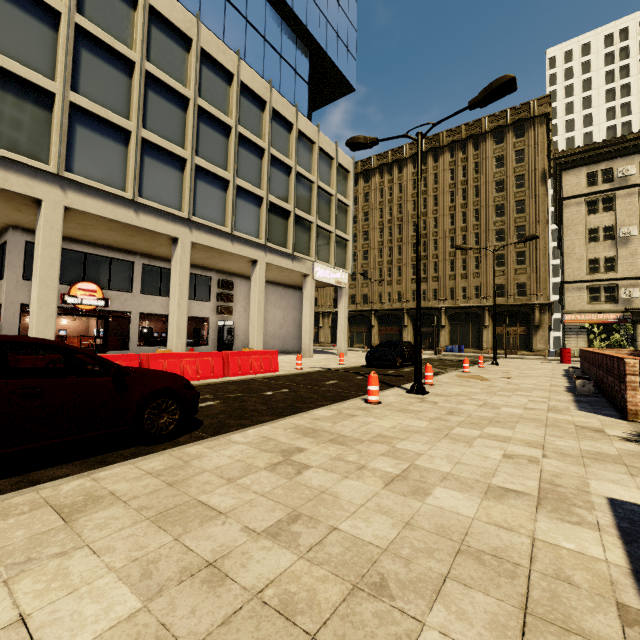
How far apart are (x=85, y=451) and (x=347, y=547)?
3.7m

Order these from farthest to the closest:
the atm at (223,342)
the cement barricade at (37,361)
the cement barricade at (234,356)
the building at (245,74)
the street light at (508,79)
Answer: the atm at (223,342)
the building at (245,74)
the cement barricade at (234,356)
the street light at (508,79)
the cement barricade at (37,361)

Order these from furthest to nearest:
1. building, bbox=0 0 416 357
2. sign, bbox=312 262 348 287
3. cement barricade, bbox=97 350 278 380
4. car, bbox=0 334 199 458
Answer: sign, bbox=312 262 348 287 < building, bbox=0 0 416 357 < cement barricade, bbox=97 350 278 380 < car, bbox=0 334 199 458

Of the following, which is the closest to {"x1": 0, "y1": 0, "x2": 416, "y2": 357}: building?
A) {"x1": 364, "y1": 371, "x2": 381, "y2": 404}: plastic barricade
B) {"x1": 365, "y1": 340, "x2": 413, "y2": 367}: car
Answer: {"x1": 365, "y1": 340, "x2": 413, "y2": 367}: car

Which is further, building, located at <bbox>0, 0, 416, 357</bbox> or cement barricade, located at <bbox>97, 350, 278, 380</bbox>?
building, located at <bbox>0, 0, 416, 357</bbox>

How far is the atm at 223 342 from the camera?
21.53m

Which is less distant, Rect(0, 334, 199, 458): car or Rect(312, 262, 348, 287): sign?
Rect(0, 334, 199, 458): car

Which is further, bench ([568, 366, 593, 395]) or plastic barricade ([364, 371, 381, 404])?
bench ([568, 366, 593, 395])
